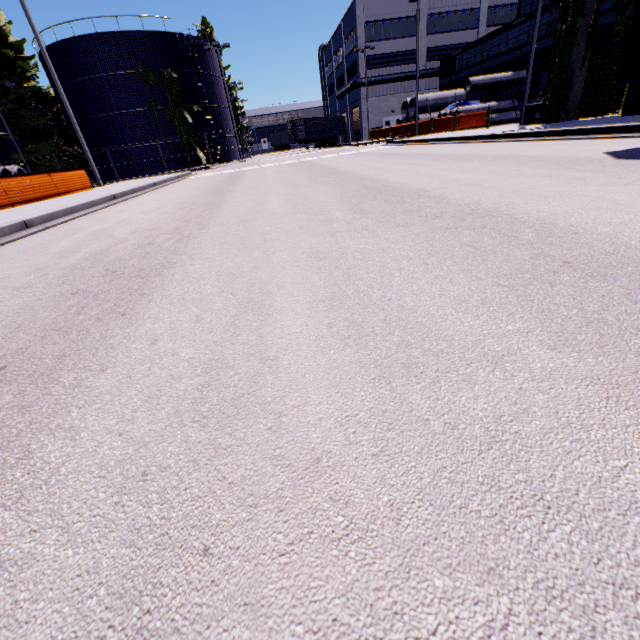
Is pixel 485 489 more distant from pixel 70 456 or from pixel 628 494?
pixel 70 456

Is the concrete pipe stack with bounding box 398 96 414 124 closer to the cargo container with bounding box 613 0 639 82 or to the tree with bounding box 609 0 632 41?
the tree with bounding box 609 0 632 41

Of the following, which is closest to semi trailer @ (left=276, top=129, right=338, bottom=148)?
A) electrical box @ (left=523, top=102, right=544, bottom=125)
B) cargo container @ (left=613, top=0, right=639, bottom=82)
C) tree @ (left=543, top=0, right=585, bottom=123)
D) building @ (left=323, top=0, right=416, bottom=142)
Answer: tree @ (left=543, top=0, right=585, bottom=123)

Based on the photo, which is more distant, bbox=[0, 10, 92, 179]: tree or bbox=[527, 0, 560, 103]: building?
bbox=[0, 10, 92, 179]: tree

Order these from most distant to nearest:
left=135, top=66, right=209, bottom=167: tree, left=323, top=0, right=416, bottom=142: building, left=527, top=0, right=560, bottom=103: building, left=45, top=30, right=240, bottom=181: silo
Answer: left=323, top=0, right=416, bottom=142: building < left=135, top=66, right=209, bottom=167: tree < left=45, top=30, right=240, bottom=181: silo < left=527, top=0, right=560, bottom=103: building

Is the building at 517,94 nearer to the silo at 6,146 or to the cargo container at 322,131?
the silo at 6,146

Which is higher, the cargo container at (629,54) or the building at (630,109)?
the cargo container at (629,54)

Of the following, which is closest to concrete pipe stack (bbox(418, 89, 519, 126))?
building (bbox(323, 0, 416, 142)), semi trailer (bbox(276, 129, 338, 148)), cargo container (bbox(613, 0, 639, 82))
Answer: building (bbox(323, 0, 416, 142))
